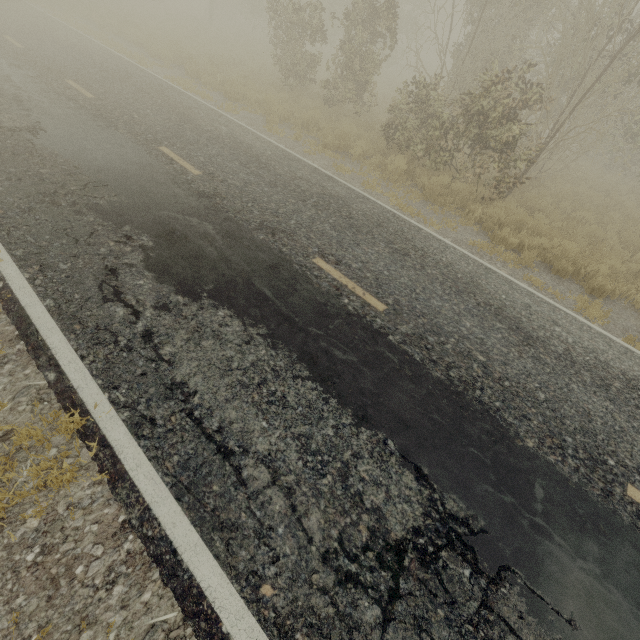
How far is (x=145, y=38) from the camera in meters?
15.9
